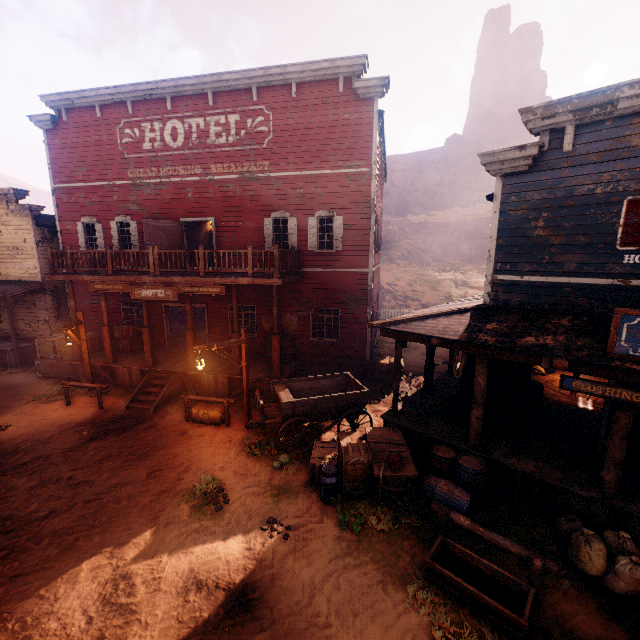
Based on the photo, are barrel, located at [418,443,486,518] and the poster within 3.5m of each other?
no

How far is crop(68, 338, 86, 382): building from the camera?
14.09m

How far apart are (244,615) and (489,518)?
5.2 meters

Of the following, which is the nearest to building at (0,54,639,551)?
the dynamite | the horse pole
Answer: the dynamite

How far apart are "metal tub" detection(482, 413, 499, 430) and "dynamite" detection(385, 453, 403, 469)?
2.50m

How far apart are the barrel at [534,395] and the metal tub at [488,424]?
0.6m

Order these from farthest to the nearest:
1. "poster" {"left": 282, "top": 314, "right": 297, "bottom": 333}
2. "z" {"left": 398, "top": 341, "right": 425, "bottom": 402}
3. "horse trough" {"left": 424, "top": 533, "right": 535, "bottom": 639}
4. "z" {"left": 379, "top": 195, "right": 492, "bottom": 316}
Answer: "z" {"left": 379, "top": 195, "right": 492, "bottom": 316}
"poster" {"left": 282, "top": 314, "right": 297, "bottom": 333}
"z" {"left": 398, "top": 341, "right": 425, "bottom": 402}
"horse trough" {"left": 424, "top": 533, "right": 535, "bottom": 639}

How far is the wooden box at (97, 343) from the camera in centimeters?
1525cm
